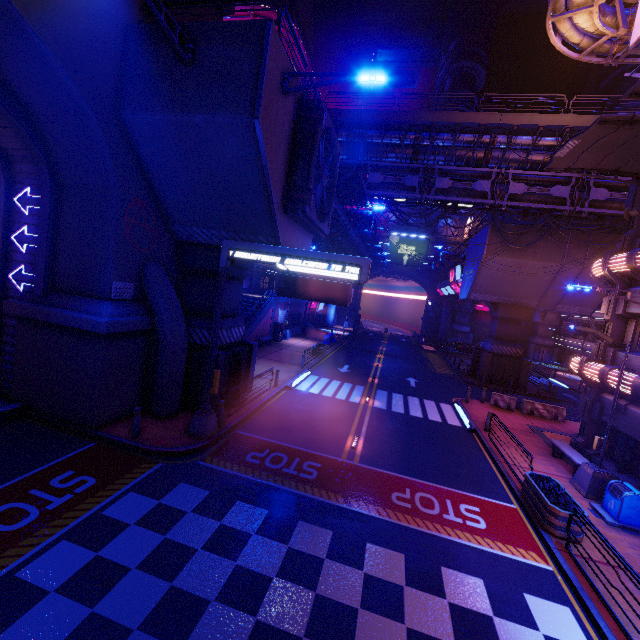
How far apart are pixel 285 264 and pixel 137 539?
8.4m

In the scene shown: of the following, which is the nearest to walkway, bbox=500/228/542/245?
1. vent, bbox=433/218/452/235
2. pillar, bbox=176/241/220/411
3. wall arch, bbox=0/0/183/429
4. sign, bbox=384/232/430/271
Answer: sign, bbox=384/232/430/271

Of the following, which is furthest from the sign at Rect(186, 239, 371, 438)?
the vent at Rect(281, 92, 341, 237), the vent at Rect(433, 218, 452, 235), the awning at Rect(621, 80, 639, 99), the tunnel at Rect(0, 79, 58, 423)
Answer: the vent at Rect(433, 218, 452, 235)

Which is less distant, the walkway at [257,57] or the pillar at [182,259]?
the walkway at [257,57]

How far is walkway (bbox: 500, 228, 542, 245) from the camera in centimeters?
2531cm

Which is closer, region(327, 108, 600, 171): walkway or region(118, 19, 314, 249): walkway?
region(118, 19, 314, 249): walkway

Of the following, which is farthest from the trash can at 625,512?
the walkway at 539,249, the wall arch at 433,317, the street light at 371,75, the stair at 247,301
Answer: the wall arch at 433,317

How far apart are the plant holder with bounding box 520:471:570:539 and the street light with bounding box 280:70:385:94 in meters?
13.5 m
